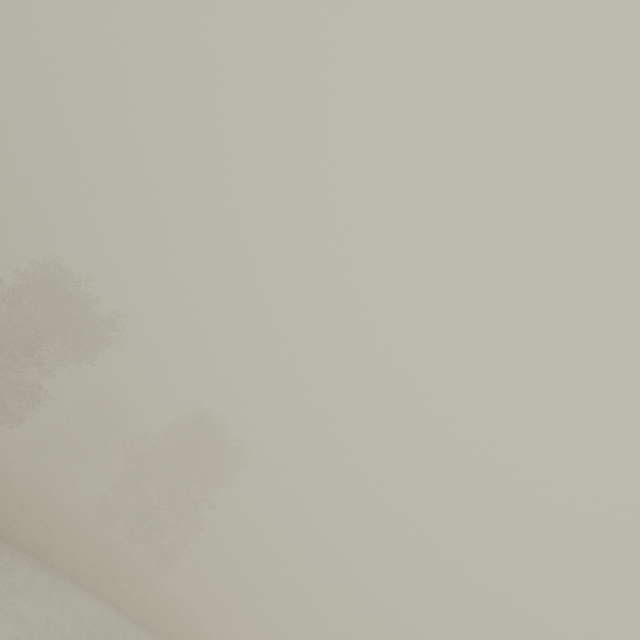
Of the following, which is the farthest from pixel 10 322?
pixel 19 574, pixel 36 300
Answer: pixel 19 574
